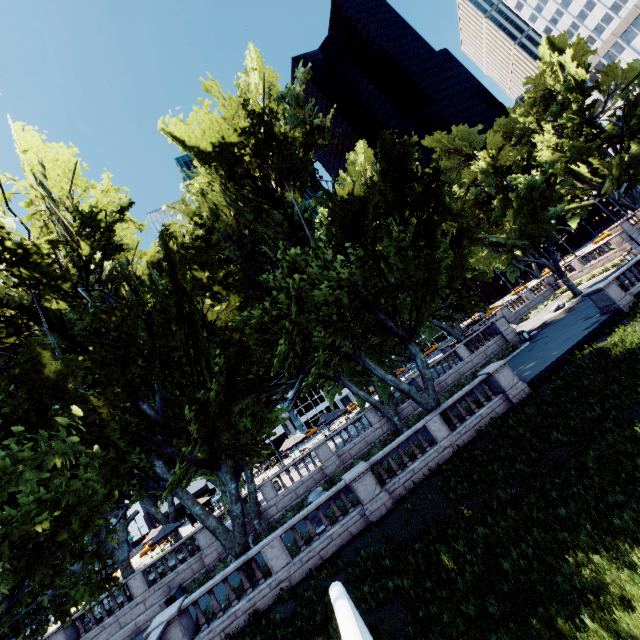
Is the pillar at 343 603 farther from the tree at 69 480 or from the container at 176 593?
the container at 176 593

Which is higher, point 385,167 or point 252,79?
point 252,79

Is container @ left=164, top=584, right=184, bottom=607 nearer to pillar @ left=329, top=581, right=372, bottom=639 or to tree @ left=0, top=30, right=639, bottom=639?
tree @ left=0, top=30, right=639, bottom=639

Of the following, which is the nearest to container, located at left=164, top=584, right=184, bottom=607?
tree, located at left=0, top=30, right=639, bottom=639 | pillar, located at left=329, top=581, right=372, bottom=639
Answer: tree, located at left=0, top=30, right=639, bottom=639

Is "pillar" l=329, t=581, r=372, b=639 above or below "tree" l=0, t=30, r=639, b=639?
below

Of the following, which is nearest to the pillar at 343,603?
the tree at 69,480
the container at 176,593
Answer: the tree at 69,480

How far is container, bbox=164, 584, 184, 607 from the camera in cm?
1977
